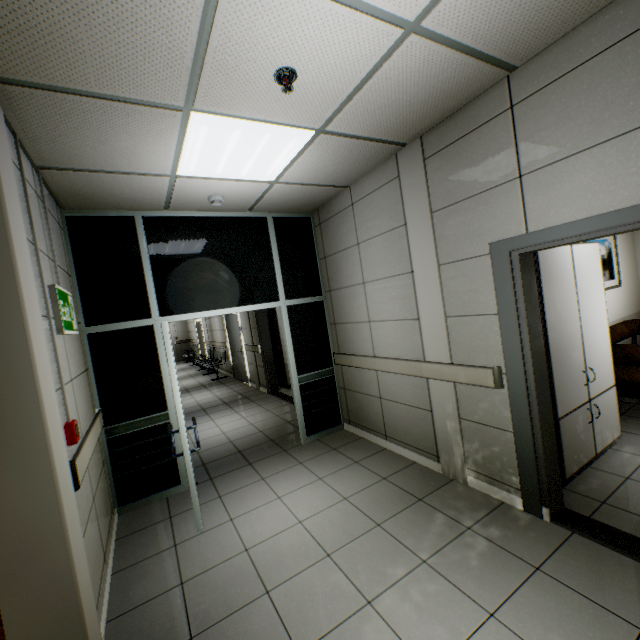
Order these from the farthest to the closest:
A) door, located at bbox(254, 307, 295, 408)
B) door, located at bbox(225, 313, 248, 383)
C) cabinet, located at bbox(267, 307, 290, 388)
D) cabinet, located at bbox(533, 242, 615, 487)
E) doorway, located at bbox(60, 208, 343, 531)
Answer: door, located at bbox(225, 313, 248, 383) → cabinet, located at bbox(267, 307, 290, 388) → door, located at bbox(254, 307, 295, 408) → doorway, located at bbox(60, 208, 343, 531) → cabinet, located at bbox(533, 242, 615, 487)

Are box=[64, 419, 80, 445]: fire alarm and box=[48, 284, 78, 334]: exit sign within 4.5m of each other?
yes

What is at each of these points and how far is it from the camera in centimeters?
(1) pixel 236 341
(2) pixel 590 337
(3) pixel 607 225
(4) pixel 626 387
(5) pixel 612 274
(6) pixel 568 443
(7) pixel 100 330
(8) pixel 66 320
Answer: (1) door, 957cm
(2) cabinet, 309cm
(3) door, 189cm
(4) sofa, 359cm
(5) picture, 497cm
(6) laboratory table, 280cm
(7) doorway, 343cm
(8) exit sign, 247cm

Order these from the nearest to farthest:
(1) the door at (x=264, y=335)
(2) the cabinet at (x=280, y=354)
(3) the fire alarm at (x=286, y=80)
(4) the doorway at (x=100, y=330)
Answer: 1. (3) the fire alarm at (x=286, y=80)
2. (4) the doorway at (x=100, y=330)
3. (1) the door at (x=264, y=335)
4. (2) the cabinet at (x=280, y=354)

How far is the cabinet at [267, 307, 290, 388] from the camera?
7.9m

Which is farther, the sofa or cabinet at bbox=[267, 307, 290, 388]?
cabinet at bbox=[267, 307, 290, 388]

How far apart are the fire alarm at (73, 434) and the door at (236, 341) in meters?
7.0

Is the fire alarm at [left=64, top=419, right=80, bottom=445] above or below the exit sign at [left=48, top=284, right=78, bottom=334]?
below
